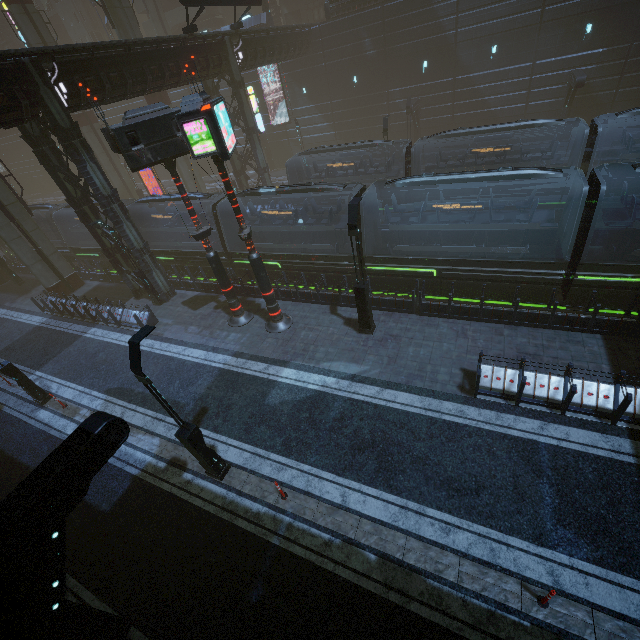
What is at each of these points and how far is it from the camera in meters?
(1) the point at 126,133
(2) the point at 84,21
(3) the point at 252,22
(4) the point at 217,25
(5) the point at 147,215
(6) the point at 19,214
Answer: (1) sign, 10.8 m
(2) building, 53.7 m
(3) building, 32.2 m
(4) building, 45.3 m
(5) train, 22.7 m
(6) sm, 20.7 m

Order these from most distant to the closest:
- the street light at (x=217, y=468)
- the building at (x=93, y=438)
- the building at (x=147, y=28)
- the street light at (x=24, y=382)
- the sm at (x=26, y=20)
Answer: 1. the building at (x=147, y=28)
2. the sm at (x=26, y=20)
3. the street light at (x=24, y=382)
4. the street light at (x=217, y=468)
5. the building at (x=93, y=438)

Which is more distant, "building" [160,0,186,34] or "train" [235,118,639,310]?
"building" [160,0,186,34]

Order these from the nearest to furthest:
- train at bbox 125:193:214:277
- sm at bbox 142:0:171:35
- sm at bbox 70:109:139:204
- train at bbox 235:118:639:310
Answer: train at bbox 235:118:639:310
train at bbox 125:193:214:277
sm at bbox 70:109:139:204
sm at bbox 142:0:171:35

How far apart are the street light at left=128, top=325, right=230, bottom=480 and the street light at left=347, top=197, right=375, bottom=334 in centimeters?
710cm

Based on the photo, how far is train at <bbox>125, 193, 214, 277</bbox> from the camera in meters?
19.7

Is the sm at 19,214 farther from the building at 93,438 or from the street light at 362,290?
the street light at 362,290

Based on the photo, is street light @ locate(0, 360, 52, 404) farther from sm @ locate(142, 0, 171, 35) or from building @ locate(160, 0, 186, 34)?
sm @ locate(142, 0, 171, 35)
